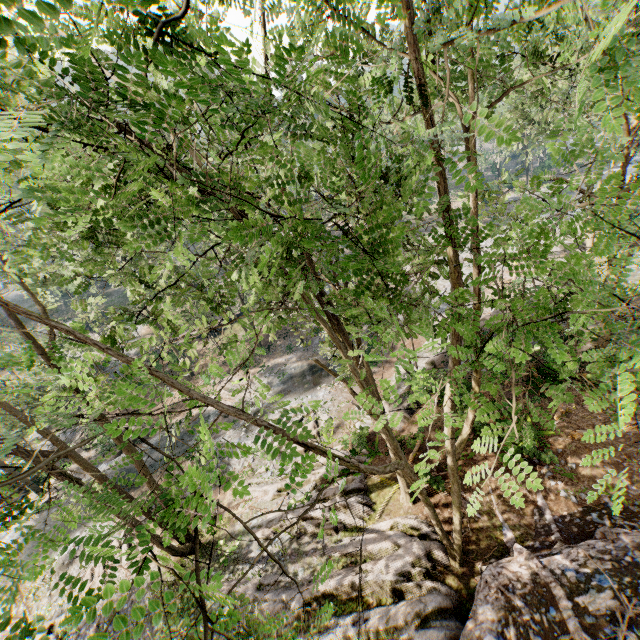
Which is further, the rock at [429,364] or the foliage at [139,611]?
the rock at [429,364]

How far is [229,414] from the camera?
5.2m

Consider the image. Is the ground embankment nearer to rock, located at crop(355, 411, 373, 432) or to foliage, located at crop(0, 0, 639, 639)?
foliage, located at crop(0, 0, 639, 639)

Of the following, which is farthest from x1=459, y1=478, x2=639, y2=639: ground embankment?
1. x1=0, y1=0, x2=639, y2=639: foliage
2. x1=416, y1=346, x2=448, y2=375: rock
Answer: x1=416, y1=346, x2=448, y2=375: rock

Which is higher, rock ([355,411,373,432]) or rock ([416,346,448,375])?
rock ([416,346,448,375])

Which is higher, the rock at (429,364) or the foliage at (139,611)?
the foliage at (139,611)
